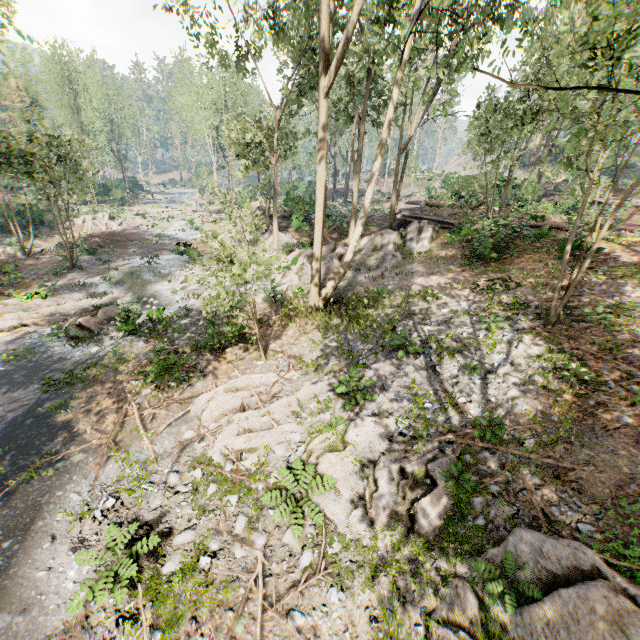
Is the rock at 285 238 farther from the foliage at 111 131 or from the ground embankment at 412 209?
the ground embankment at 412 209

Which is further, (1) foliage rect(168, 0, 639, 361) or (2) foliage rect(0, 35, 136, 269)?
(2) foliage rect(0, 35, 136, 269)

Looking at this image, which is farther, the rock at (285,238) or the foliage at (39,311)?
the rock at (285,238)

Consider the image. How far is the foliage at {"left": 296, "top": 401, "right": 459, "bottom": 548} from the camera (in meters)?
7.09

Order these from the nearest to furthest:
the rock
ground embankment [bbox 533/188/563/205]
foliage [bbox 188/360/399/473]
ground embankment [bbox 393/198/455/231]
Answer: foliage [bbox 188/360/399/473]
ground embankment [bbox 393/198/455/231]
the rock
ground embankment [bbox 533/188/563/205]

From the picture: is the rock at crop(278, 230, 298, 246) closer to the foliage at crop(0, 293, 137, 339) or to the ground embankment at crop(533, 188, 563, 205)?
the foliage at crop(0, 293, 137, 339)

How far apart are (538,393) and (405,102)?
19.9m
